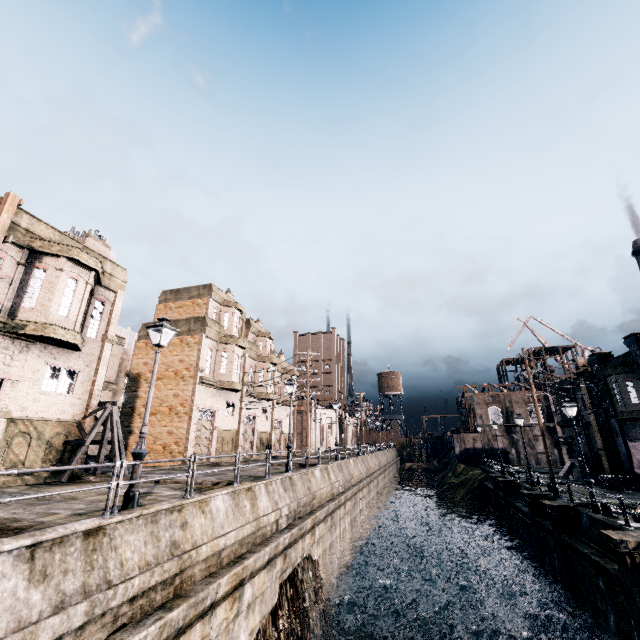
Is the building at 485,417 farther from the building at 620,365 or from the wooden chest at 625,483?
the wooden chest at 625,483

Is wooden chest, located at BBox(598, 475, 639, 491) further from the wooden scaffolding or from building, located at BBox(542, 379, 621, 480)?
the wooden scaffolding

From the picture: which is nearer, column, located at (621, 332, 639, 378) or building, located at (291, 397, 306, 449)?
column, located at (621, 332, 639, 378)

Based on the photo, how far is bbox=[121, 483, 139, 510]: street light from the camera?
9.00m

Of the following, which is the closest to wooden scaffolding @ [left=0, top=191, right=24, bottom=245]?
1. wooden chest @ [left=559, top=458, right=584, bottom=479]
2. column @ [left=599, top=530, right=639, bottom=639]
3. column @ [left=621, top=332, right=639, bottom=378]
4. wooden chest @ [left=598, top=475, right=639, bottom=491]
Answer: column @ [left=599, top=530, right=639, bottom=639]

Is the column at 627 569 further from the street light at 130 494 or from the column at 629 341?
the street light at 130 494

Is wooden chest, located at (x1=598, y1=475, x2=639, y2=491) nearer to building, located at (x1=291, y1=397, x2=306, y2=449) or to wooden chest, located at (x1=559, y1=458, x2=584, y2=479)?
wooden chest, located at (x1=559, y1=458, x2=584, y2=479)

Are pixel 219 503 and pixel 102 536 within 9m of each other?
yes
